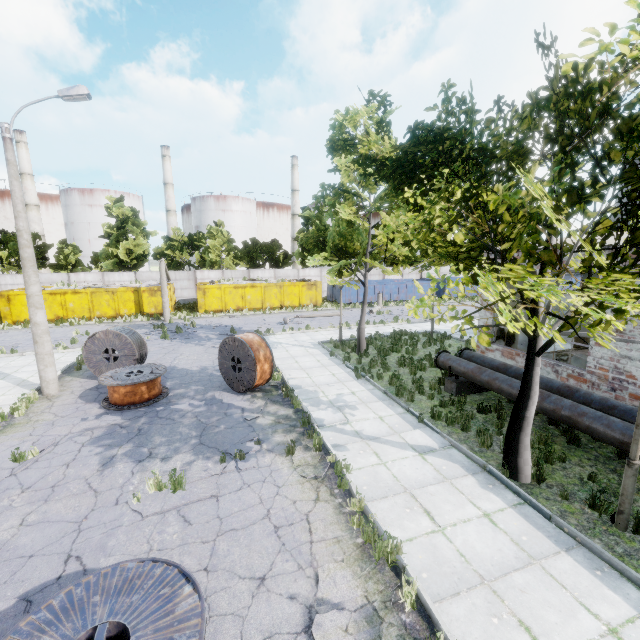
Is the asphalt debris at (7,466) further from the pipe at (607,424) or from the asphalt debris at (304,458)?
the pipe at (607,424)

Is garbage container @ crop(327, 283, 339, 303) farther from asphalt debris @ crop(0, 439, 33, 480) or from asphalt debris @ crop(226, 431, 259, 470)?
asphalt debris @ crop(0, 439, 33, 480)

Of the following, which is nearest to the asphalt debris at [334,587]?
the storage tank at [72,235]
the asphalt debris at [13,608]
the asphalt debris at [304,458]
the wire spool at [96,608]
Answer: the wire spool at [96,608]

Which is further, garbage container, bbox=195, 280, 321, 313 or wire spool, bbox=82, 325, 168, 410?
garbage container, bbox=195, 280, 321, 313

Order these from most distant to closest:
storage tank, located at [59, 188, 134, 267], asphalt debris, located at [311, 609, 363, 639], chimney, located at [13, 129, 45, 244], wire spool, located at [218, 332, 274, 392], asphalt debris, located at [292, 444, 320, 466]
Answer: storage tank, located at [59, 188, 134, 267], chimney, located at [13, 129, 45, 244], wire spool, located at [218, 332, 274, 392], asphalt debris, located at [292, 444, 320, 466], asphalt debris, located at [311, 609, 363, 639]

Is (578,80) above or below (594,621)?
above

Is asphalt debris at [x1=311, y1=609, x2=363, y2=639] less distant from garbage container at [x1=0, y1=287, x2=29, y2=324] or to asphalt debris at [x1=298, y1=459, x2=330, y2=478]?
asphalt debris at [x1=298, y1=459, x2=330, y2=478]

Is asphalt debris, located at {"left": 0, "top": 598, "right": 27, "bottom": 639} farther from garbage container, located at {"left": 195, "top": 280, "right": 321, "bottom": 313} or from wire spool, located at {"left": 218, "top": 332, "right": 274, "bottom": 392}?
garbage container, located at {"left": 195, "top": 280, "right": 321, "bottom": 313}
